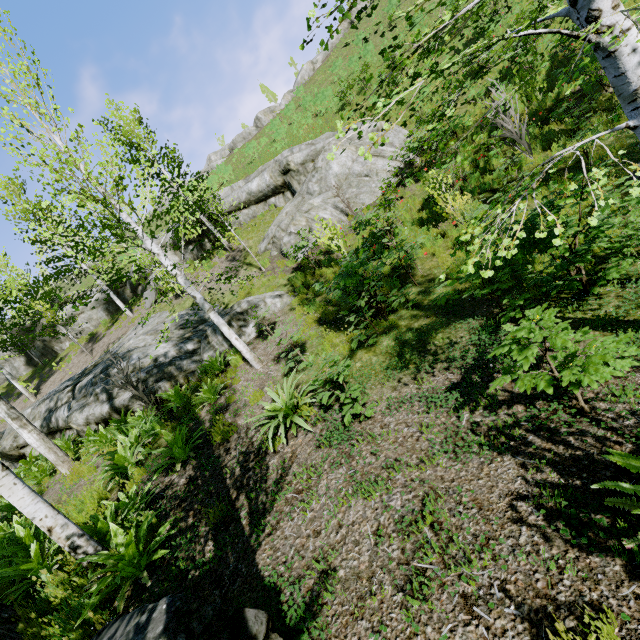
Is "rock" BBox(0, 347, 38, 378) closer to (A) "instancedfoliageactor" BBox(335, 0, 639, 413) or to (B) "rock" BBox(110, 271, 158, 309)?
(B) "rock" BBox(110, 271, 158, 309)

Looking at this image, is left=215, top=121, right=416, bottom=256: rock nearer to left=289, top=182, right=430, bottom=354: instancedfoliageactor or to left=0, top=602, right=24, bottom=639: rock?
left=289, top=182, right=430, bottom=354: instancedfoliageactor

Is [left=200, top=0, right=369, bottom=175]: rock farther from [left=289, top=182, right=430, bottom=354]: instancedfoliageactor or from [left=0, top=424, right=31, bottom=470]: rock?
[left=0, top=424, right=31, bottom=470]: rock

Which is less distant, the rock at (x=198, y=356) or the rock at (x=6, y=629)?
the rock at (x=6, y=629)

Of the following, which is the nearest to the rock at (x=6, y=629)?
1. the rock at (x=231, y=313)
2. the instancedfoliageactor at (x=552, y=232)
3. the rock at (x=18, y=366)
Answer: the instancedfoliageactor at (x=552, y=232)

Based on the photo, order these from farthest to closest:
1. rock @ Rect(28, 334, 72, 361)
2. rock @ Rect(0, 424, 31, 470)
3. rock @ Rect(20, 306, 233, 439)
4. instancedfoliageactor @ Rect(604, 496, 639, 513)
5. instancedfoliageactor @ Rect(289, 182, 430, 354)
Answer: rock @ Rect(28, 334, 72, 361)
rock @ Rect(0, 424, 31, 470)
rock @ Rect(20, 306, 233, 439)
instancedfoliageactor @ Rect(289, 182, 430, 354)
instancedfoliageactor @ Rect(604, 496, 639, 513)

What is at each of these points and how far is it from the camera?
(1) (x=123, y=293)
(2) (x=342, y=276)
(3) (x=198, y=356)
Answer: (1) rock, 24.8 meters
(2) instancedfoliageactor, 6.8 meters
(3) rock, 9.8 meters

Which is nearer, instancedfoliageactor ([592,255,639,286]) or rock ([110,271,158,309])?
instancedfoliageactor ([592,255,639,286])
